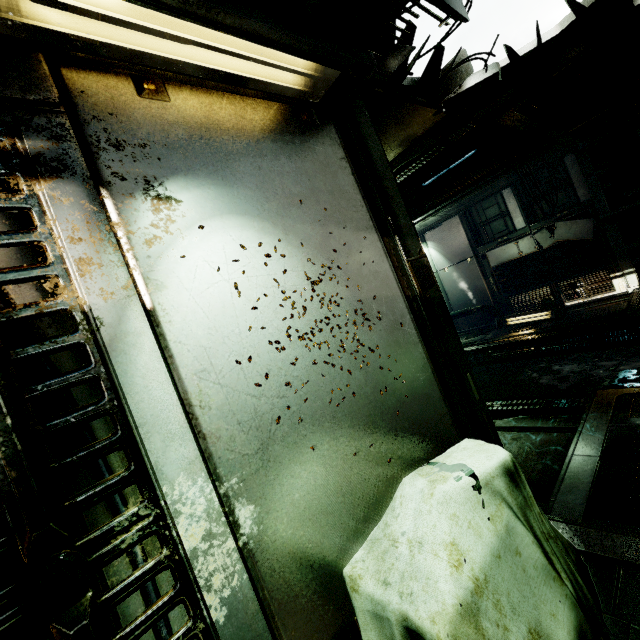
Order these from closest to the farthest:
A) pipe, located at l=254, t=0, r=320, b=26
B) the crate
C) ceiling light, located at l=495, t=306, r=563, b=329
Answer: the crate → pipe, located at l=254, t=0, r=320, b=26 → ceiling light, located at l=495, t=306, r=563, b=329

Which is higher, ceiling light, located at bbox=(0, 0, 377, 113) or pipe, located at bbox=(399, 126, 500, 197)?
pipe, located at bbox=(399, 126, 500, 197)

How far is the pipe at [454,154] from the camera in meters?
6.7 m

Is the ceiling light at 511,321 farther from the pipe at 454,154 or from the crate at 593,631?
the crate at 593,631

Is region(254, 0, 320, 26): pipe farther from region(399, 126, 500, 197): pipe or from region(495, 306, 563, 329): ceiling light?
region(495, 306, 563, 329): ceiling light

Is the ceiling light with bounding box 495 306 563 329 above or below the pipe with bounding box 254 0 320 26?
below

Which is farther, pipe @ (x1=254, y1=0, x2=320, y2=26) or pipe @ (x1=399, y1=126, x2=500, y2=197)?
pipe @ (x1=399, y1=126, x2=500, y2=197)

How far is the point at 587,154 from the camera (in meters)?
9.03
